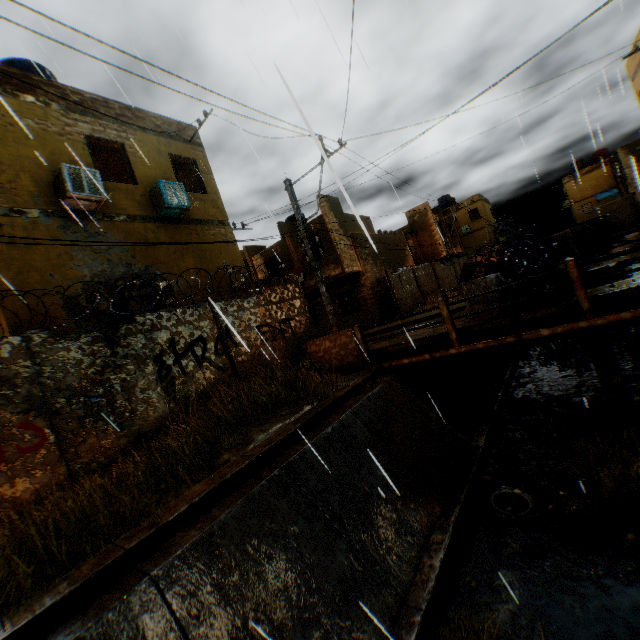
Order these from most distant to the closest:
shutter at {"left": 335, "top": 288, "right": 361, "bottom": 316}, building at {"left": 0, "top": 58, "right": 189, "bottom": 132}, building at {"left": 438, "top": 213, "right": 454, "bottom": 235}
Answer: building at {"left": 438, "top": 213, "right": 454, "bottom": 235} → shutter at {"left": 335, "top": 288, "right": 361, "bottom": 316} → building at {"left": 0, "top": 58, "right": 189, "bottom": 132}

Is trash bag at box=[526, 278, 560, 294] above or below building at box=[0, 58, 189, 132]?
below

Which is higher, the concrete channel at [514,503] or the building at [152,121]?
the building at [152,121]

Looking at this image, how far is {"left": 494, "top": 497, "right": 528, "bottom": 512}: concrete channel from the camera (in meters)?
5.80

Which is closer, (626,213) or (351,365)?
(351,365)

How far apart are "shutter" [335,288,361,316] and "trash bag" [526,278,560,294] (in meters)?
13.02

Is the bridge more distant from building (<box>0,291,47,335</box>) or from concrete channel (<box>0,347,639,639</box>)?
building (<box>0,291,47,335</box>)

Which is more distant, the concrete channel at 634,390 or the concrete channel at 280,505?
A: the concrete channel at 634,390
